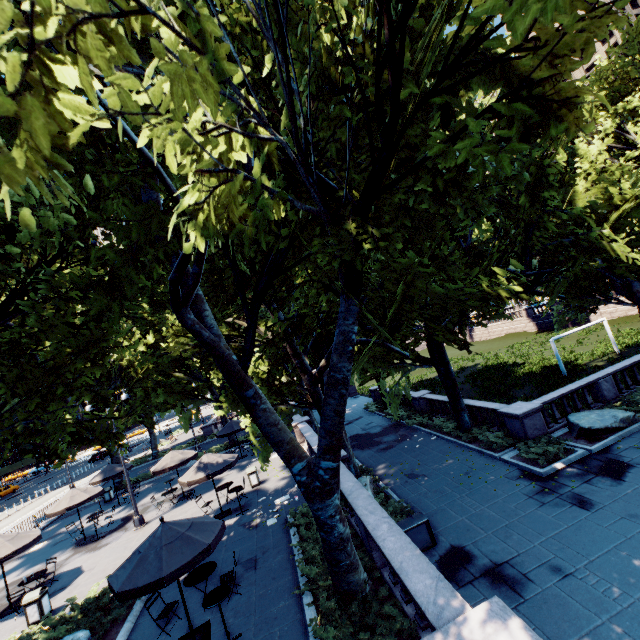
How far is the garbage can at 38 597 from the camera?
11.3 meters

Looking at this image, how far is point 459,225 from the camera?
11.23m

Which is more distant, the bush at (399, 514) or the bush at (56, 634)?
the bush at (399, 514)

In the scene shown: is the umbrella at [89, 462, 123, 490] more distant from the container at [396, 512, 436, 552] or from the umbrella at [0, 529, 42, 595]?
the container at [396, 512, 436, 552]

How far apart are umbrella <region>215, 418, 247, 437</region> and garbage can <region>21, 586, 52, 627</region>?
12.6m

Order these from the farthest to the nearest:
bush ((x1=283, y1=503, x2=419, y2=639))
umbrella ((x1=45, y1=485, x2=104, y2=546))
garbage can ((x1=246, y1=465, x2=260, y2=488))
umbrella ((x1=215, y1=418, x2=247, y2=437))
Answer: umbrella ((x1=215, y1=418, x2=247, y2=437))
garbage can ((x1=246, y1=465, x2=260, y2=488))
umbrella ((x1=45, y1=485, x2=104, y2=546))
bush ((x1=283, y1=503, x2=419, y2=639))

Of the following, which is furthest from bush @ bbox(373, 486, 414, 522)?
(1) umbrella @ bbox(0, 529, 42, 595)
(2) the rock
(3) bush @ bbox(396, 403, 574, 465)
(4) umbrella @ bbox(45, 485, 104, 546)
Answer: (4) umbrella @ bbox(45, 485, 104, 546)

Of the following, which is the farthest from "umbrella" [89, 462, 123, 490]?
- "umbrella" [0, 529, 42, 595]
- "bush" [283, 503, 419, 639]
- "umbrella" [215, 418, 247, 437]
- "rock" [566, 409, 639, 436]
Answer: "rock" [566, 409, 639, 436]
